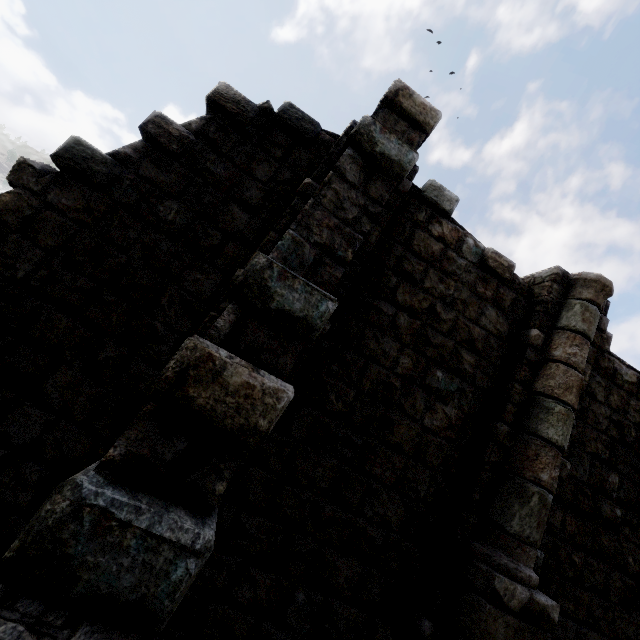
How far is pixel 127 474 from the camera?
1.9m
